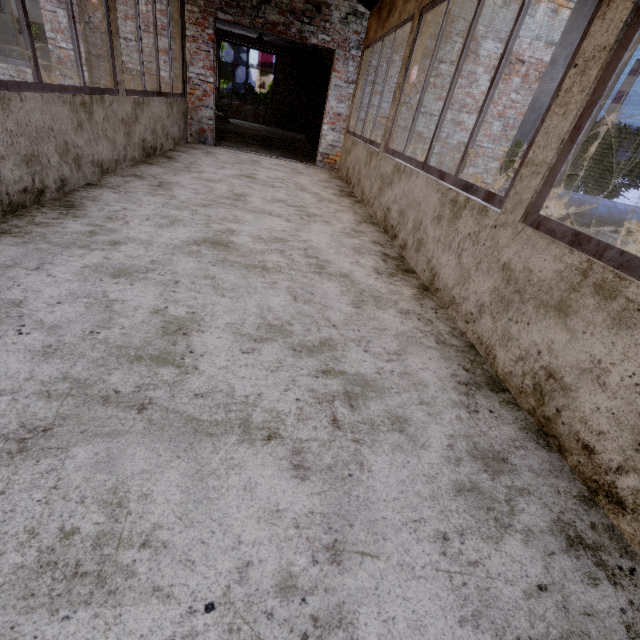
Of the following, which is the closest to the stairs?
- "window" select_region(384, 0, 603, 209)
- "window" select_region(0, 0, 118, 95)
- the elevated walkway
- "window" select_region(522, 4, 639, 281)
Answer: the elevated walkway

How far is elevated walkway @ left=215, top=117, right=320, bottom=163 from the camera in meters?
8.1

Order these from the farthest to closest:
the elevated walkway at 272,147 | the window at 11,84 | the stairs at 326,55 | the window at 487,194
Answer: the stairs at 326,55, the elevated walkway at 272,147, the window at 11,84, the window at 487,194

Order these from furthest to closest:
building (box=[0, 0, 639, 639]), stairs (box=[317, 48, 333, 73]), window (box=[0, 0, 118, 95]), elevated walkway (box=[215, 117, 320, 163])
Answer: stairs (box=[317, 48, 333, 73]), elevated walkway (box=[215, 117, 320, 163]), window (box=[0, 0, 118, 95]), building (box=[0, 0, 639, 639])

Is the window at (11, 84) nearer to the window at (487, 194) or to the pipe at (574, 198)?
the pipe at (574, 198)

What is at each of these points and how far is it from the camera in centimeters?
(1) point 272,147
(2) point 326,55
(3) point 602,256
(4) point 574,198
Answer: (1) elevated walkway, 909cm
(2) stairs, 1338cm
(3) window, 145cm
(4) pipe, 661cm

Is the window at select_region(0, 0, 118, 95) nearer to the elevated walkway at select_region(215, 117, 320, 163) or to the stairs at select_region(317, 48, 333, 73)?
the elevated walkway at select_region(215, 117, 320, 163)

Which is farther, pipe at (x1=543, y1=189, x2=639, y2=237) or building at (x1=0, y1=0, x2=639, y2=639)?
pipe at (x1=543, y1=189, x2=639, y2=237)
